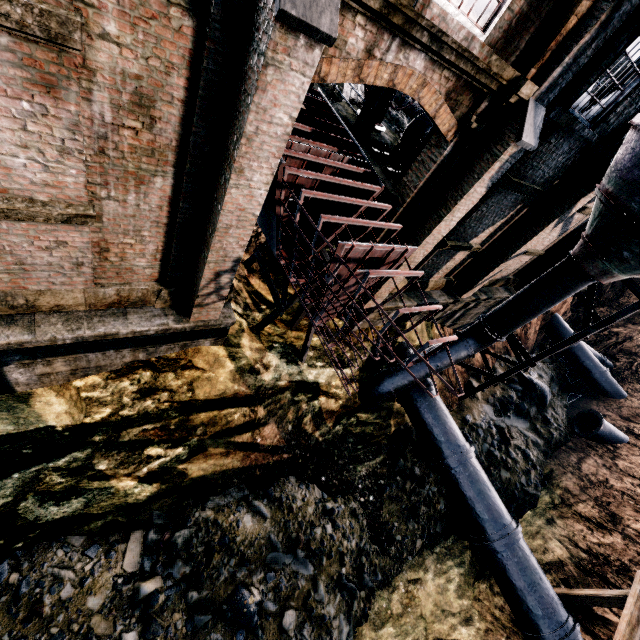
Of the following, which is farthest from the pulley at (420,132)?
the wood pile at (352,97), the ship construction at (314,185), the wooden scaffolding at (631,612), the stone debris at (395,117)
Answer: the wooden scaffolding at (631,612)

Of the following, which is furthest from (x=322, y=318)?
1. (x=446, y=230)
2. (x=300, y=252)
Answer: (x=446, y=230)

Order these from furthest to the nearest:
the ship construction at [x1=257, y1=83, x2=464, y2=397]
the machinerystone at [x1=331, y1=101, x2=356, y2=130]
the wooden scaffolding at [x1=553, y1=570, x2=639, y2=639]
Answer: the machinerystone at [x1=331, y1=101, x2=356, y2=130]
the wooden scaffolding at [x1=553, y1=570, x2=639, y2=639]
the ship construction at [x1=257, y1=83, x2=464, y2=397]

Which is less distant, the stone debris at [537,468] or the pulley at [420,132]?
the pulley at [420,132]

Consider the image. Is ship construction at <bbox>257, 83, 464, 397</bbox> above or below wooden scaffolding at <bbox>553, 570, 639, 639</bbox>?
above

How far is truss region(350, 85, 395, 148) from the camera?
10.3m

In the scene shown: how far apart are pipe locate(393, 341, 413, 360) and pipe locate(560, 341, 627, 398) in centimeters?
1657cm

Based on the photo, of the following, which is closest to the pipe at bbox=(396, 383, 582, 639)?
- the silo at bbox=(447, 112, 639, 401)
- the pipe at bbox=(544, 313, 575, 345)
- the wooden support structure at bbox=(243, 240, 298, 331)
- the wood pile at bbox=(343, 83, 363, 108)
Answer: the silo at bbox=(447, 112, 639, 401)
